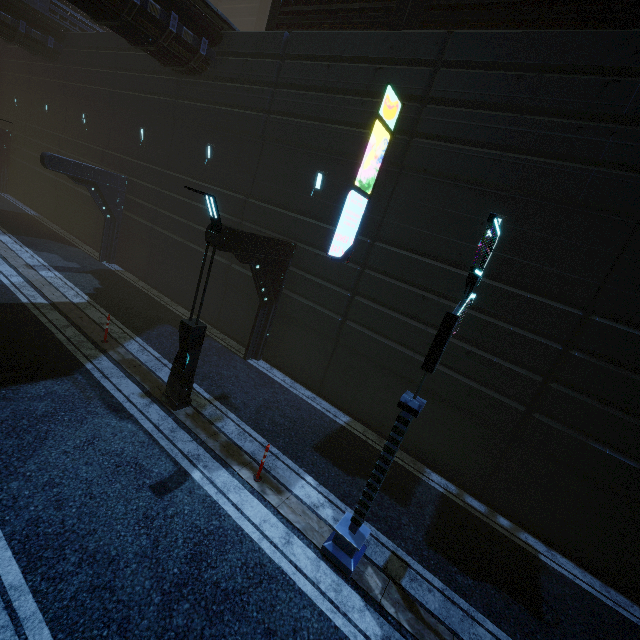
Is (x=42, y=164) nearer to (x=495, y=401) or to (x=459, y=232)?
(x=459, y=232)

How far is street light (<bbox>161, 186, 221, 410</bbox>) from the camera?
7.44m

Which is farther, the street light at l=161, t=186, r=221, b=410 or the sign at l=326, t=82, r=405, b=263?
the sign at l=326, t=82, r=405, b=263

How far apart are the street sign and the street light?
4.9m

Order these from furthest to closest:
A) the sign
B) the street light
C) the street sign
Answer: the sign
the street light
the street sign

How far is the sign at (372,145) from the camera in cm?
880

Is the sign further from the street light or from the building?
the street light

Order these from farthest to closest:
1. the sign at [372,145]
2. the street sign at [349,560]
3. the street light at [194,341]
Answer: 1. the sign at [372,145]
2. the street light at [194,341]
3. the street sign at [349,560]
